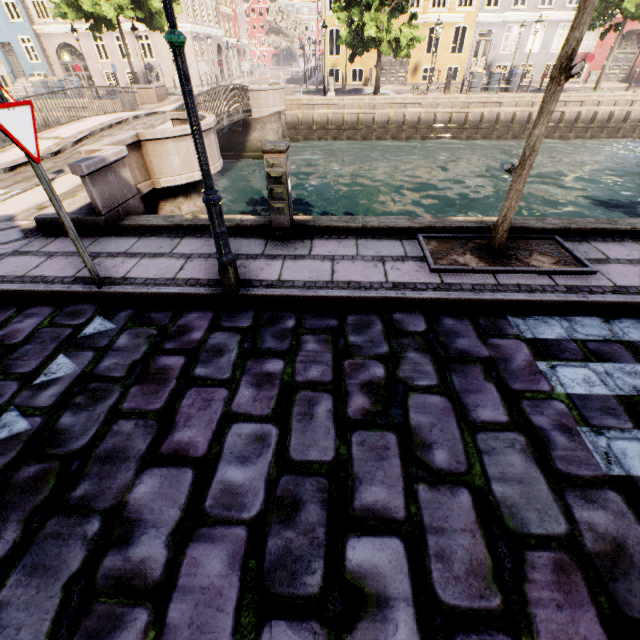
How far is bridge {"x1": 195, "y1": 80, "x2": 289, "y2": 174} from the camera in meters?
8.1 m

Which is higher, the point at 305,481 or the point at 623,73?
the point at 623,73

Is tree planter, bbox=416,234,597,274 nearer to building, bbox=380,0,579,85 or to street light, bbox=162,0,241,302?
street light, bbox=162,0,241,302

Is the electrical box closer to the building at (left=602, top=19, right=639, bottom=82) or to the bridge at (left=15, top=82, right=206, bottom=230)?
the bridge at (left=15, top=82, right=206, bottom=230)

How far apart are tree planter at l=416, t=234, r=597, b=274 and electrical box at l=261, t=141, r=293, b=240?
1.9 meters

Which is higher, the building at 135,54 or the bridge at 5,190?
the building at 135,54

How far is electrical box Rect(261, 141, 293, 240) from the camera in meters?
4.0 m

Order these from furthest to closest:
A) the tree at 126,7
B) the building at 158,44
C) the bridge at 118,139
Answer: the building at 158,44, the tree at 126,7, the bridge at 118,139
